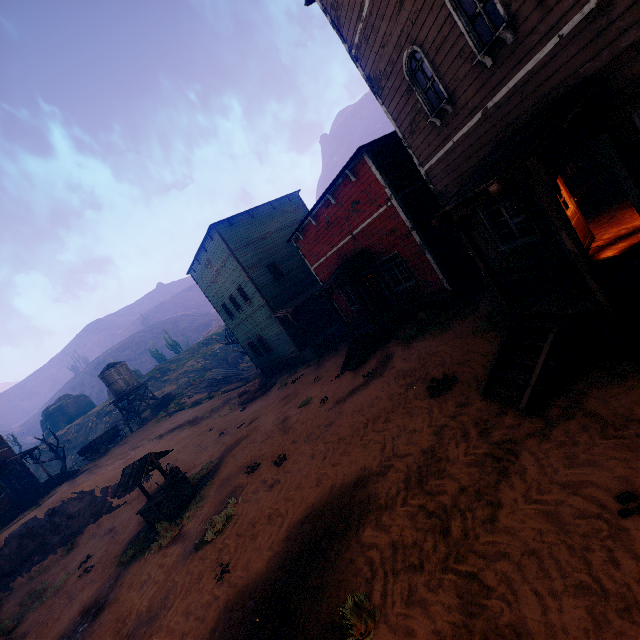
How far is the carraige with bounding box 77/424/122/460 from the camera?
27.83m

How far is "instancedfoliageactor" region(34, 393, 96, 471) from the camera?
30.02m

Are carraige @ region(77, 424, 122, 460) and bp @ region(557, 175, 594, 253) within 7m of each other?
no

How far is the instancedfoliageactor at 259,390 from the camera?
22.0m

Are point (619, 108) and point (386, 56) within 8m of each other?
yes

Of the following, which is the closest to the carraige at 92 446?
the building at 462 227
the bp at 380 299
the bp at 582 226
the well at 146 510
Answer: the building at 462 227

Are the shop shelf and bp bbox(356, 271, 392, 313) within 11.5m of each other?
yes

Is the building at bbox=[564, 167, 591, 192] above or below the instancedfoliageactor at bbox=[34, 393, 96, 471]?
below
